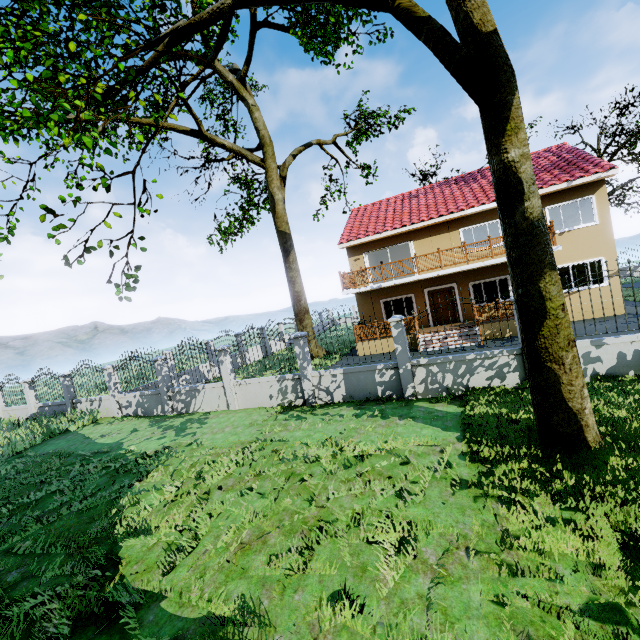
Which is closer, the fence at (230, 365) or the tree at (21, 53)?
the tree at (21, 53)

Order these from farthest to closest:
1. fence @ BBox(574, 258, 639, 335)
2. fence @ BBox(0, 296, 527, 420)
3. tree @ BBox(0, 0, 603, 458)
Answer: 1. fence @ BBox(0, 296, 527, 420)
2. fence @ BBox(574, 258, 639, 335)
3. tree @ BBox(0, 0, 603, 458)

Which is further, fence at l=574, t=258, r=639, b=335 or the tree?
fence at l=574, t=258, r=639, b=335

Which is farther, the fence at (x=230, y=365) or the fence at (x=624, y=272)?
the fence at (x=230, y=365)

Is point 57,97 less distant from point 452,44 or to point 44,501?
Result: point 452,44

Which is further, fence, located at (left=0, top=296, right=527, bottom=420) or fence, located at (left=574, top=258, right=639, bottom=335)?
fence, located at (left=0, top=296, right=527, bottom=420)
